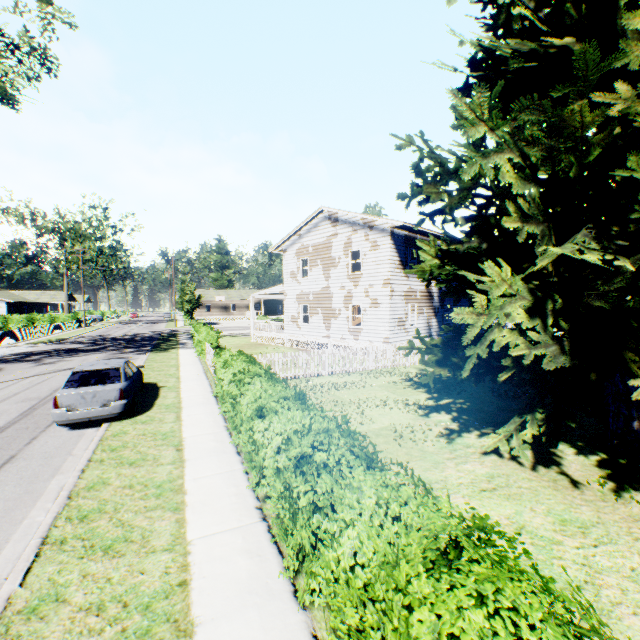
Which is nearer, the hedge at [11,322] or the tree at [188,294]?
the hedge at [11,322]

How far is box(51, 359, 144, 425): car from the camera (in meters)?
8.85

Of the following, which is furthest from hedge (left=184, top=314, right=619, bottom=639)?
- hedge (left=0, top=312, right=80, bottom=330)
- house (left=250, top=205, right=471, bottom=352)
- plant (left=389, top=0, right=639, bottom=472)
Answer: hedge (left=0, top=312, right=80, bottom=330)

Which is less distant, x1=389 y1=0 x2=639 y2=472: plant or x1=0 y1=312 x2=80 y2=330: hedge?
x1=389 y1=0 x2=639 y2=472: plant

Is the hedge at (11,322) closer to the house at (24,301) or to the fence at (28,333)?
the fence at (28,333)

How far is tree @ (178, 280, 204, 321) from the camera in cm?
5044

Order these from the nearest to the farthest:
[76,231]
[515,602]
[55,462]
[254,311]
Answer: [515,602], [55,462], [254,311], [76,231]

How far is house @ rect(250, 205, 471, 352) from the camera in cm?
1934
